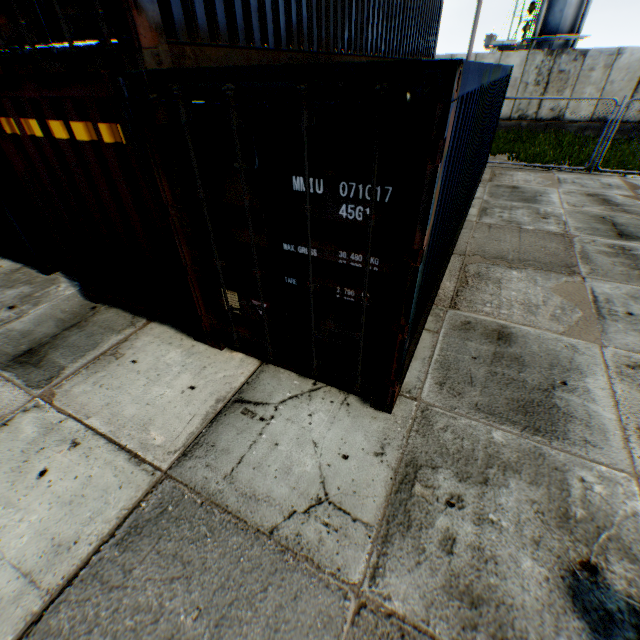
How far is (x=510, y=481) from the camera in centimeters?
291cm

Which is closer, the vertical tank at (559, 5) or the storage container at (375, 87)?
the storage container at (375, 87)

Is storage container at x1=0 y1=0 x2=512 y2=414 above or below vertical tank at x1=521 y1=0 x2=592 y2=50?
below

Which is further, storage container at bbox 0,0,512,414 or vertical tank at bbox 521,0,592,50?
vertical tank at bbox 521,0,592,50

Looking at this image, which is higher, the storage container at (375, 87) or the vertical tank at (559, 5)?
the vertical tank at (559, 5)
